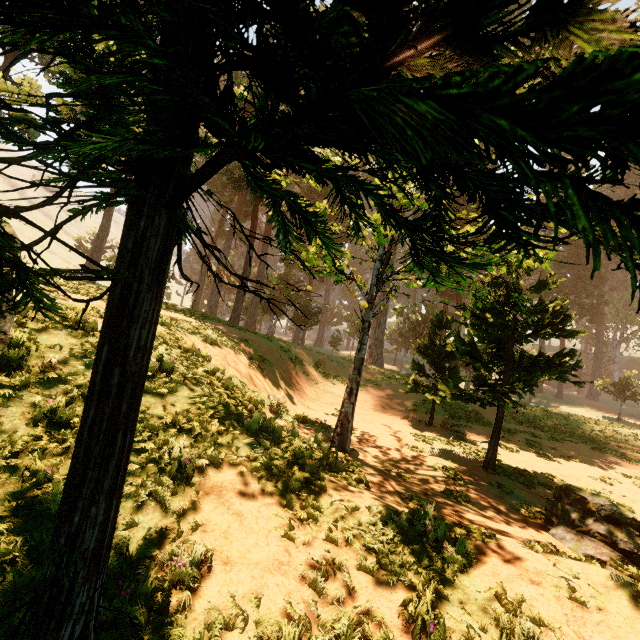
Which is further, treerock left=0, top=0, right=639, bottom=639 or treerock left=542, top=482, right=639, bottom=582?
treerock left=542, top=482, right=639, bottom=582

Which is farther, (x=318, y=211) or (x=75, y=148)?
(x=318, y=211)

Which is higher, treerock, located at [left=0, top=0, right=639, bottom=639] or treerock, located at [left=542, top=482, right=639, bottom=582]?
treerock, located at [left=0, top=0, right=639, bottom=639]

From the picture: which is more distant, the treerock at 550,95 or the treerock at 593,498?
the treerock at 593,498

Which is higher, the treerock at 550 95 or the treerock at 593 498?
the treerock at 550 95
